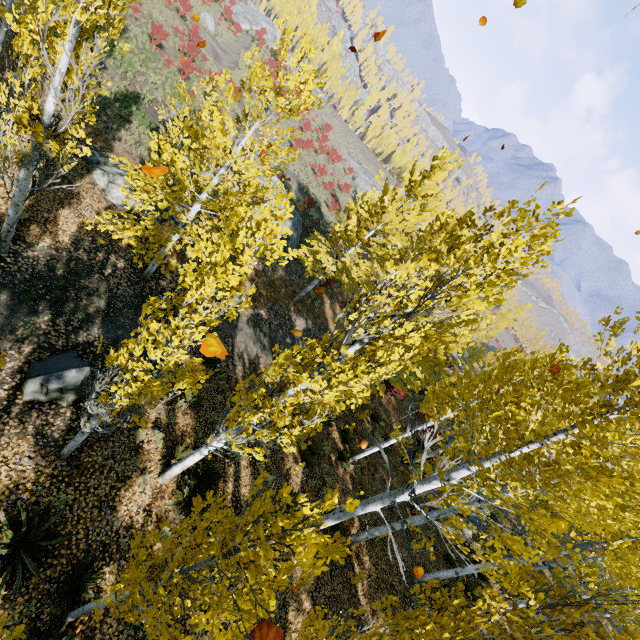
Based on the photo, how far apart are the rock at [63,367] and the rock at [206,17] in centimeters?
4709cm

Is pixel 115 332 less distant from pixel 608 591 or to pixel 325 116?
pixel 608 591

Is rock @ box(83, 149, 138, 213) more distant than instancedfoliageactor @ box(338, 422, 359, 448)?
No

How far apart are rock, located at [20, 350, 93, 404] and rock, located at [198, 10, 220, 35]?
47.09m

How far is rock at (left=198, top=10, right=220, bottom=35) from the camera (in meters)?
38.06

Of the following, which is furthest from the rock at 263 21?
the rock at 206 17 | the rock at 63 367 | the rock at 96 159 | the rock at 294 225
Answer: the rock at 63 367

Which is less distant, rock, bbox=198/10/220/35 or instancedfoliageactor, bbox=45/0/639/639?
instancedfoliageactor, bbox=45/0/639/639

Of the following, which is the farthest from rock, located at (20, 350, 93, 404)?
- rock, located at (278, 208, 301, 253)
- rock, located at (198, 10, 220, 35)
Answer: rock, located at (198, 10, 220, 35)
